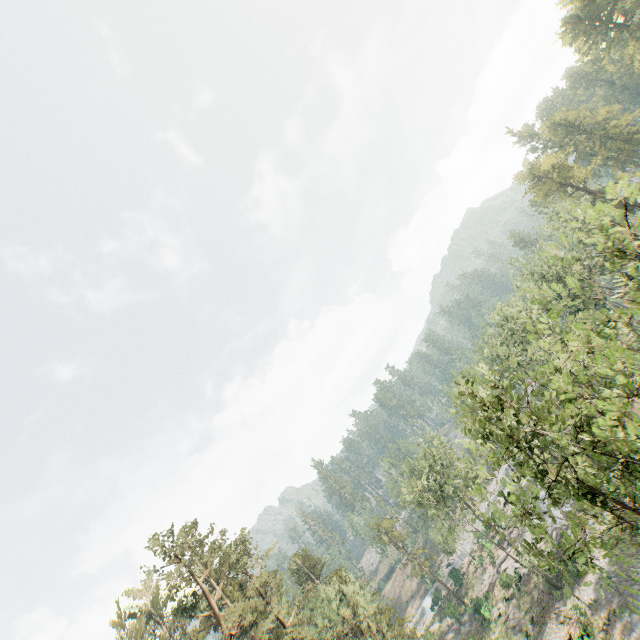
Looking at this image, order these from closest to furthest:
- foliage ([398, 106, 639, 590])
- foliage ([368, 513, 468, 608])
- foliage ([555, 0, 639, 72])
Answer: foliage ([398, 106, 639, 590]) < foliage ([555, 0, 639, 72]) < foliage ([368, 513, 468, 608])

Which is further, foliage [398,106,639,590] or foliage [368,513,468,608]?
foliage [368,513,468,608]

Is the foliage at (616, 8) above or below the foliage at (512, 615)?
above

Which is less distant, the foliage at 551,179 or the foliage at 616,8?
the foliage at 551,179

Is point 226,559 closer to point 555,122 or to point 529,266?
point 529,266

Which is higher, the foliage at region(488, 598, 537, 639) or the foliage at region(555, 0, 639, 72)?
the foliage at region(555, 0, 639, 72)
